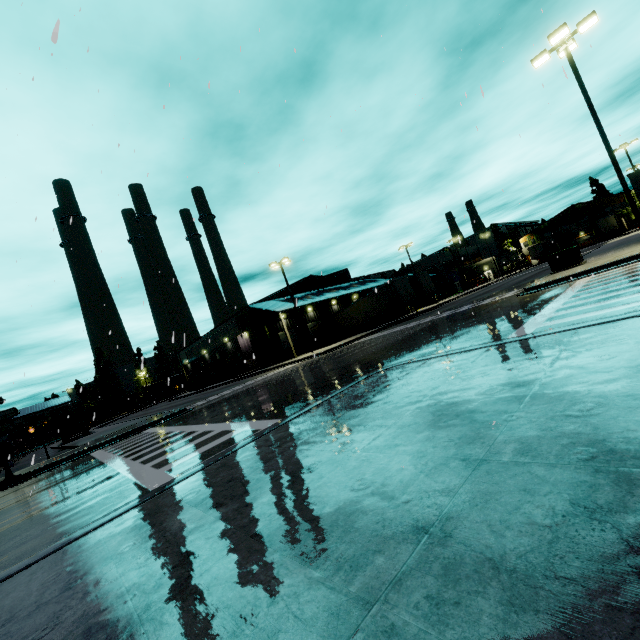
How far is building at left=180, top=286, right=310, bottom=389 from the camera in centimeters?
3925cm

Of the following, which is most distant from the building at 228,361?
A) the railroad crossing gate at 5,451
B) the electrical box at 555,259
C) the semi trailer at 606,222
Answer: the electrical box at 555,259

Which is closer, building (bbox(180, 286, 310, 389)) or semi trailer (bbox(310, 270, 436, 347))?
semi trailer (bbox(310, 270, 436, 347))

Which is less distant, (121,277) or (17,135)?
(121,277)

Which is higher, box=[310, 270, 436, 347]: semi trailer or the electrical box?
box=[310, 270, 436, 347]: semi trailer

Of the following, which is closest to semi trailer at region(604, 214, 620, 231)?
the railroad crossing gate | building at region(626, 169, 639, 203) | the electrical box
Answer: building at region(626, 169, 639, 203)

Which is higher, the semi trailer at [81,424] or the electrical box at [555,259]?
the semi trailer at [81,424]

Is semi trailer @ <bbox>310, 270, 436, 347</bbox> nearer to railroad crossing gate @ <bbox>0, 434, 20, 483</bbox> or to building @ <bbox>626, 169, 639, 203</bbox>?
building @ <bbox>626, 169, 639, 203</bbox>
